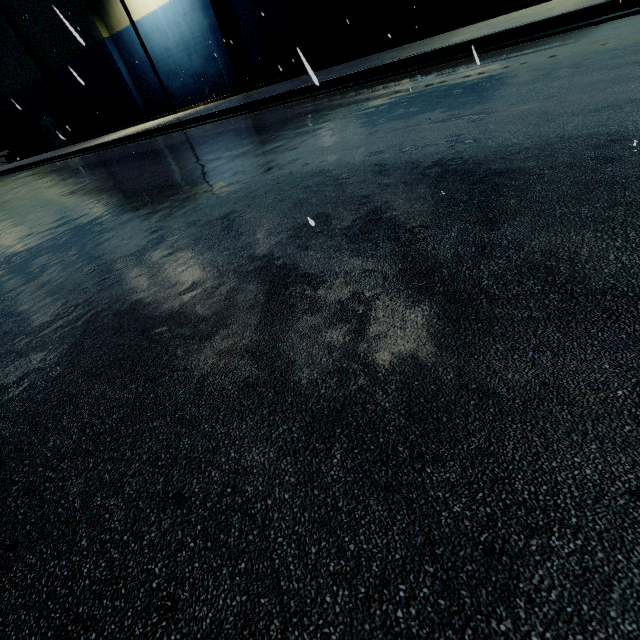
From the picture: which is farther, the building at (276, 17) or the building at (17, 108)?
the building at (17, 108)

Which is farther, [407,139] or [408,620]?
[407,139]

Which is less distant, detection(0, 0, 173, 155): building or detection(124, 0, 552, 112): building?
detection(124, 0, 552, 112): building
